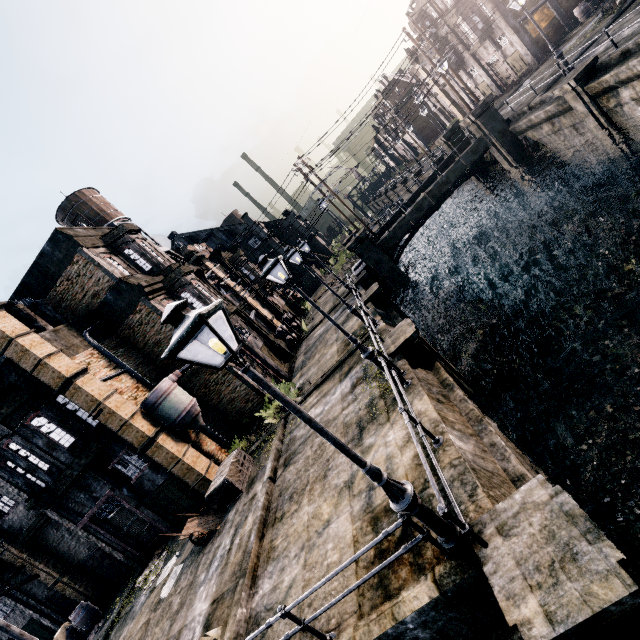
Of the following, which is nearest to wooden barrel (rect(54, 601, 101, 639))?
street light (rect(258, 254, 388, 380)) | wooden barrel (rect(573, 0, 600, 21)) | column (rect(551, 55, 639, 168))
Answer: street light (rect(258, 254, 388, 380))

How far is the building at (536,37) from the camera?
30.2 meters

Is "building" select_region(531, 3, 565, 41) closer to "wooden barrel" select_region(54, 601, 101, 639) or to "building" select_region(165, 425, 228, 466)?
"building" select_region(165, 425, 228, 466)

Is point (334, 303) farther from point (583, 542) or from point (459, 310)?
point (583, 542)

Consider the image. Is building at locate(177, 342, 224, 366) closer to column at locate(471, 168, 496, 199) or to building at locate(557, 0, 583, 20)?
column at locate(471, 168, 496, 199)

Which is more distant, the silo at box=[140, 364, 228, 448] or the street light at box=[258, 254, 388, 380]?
the silo at box=[140, 364, 228, 448]

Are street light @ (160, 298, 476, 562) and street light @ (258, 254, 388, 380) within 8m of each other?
yes

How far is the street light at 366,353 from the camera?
9.1 meters
